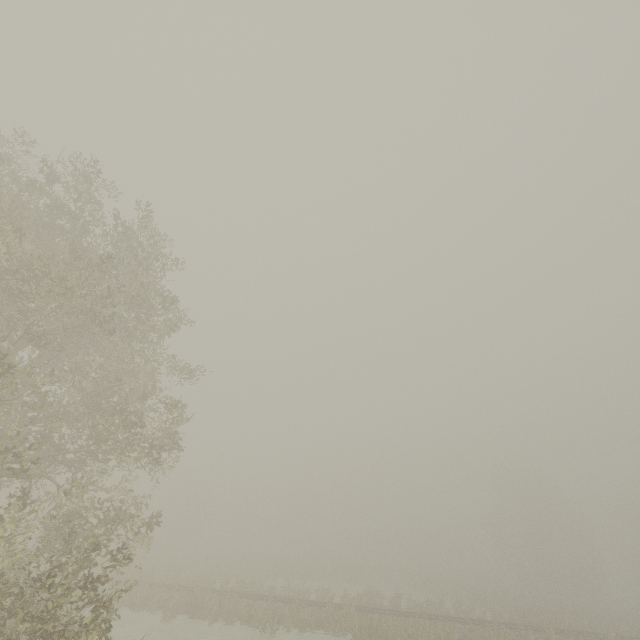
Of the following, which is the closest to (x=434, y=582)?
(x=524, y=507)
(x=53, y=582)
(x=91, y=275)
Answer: (x=524, y=507)
